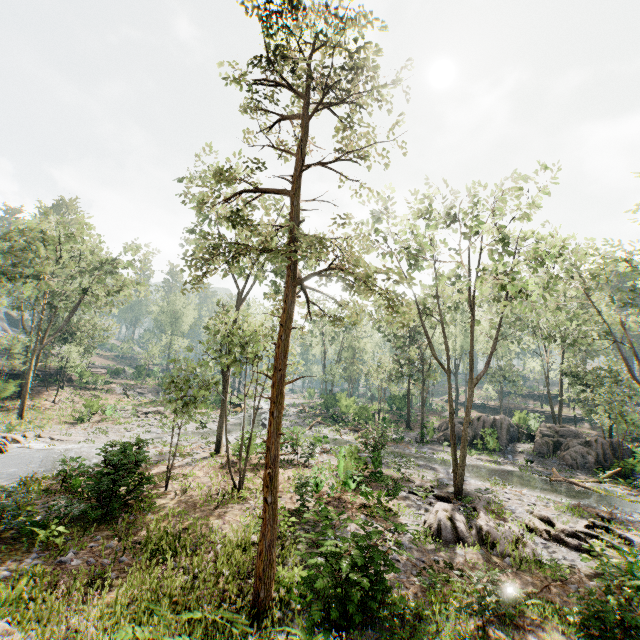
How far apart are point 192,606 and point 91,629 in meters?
2.1 m

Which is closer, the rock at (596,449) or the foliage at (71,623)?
the foliage at (71,623)

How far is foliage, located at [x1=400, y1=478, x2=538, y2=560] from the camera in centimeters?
1177cm

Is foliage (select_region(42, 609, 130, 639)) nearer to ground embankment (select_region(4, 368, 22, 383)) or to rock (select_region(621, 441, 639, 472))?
ground embankment (select_region(4, 368, 22, 383))

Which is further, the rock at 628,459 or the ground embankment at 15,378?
Answer: the ground embankment at 15,378

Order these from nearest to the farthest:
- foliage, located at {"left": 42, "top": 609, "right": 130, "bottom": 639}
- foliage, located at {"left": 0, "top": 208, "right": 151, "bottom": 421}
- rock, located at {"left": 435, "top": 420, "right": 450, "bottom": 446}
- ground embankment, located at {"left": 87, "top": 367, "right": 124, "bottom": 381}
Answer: foliage, located at {"left": 42, "top": 609, "right": 130, "bottom": 639}
foliage, located at {"left": 0, "top": 208, "right": 151, "bottom": 421}
rock, located at {"left": 435, "top": 420, "right": 450, "bottom": 446}
ground embankment, located at {"left": 87, "top": 367, "right": 124, "bottom": 381}

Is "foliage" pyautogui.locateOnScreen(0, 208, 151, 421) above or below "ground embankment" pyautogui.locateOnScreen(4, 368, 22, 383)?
above

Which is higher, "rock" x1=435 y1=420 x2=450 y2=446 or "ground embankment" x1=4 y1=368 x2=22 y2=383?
"ground embankment" x1=4 y1=368 x2=22 y2=383
